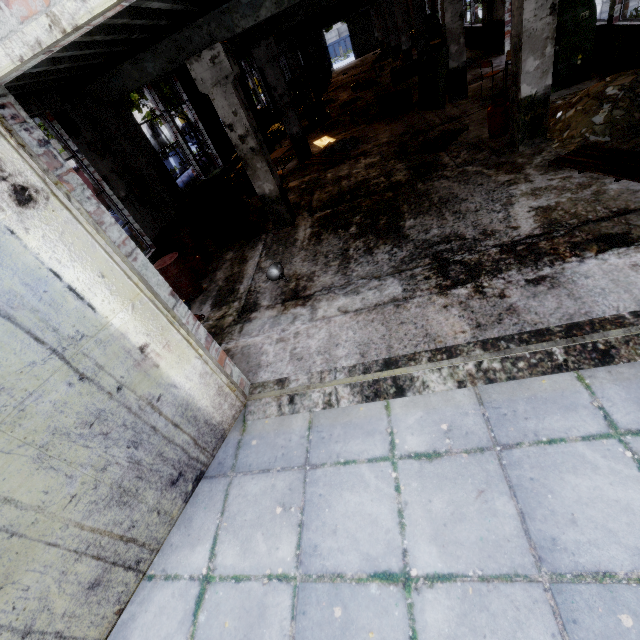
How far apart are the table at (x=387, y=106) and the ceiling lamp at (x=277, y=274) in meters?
9.7

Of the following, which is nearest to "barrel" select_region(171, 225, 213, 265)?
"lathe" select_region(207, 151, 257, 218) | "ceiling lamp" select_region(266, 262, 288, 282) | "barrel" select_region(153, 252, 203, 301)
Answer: "barrel" select_region(153, 252, 203, 301)

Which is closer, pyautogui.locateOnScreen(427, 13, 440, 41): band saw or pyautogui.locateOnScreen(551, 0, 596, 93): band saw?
pyautogui.locateOnScreen(551, 0, 596, 93): band saw

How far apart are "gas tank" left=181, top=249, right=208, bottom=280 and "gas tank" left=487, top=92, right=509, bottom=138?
7.9 meters

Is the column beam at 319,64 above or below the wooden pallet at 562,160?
above

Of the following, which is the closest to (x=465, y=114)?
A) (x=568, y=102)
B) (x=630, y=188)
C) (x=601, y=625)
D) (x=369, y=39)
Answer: (x=568, y=102)

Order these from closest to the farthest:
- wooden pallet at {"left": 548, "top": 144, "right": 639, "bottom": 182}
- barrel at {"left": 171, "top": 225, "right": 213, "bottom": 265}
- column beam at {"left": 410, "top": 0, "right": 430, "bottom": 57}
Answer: wooden pallet at {"left": 548, "top": 144, "right": 639, "bottom": 182} < barrel at {"left": 171, "top": 225, "right": 213, "bottom": 265} < column beam at {"left": 410, "top": 0, "right": 430, "bottom": 57}

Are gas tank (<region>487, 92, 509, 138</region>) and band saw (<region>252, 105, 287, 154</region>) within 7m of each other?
no
